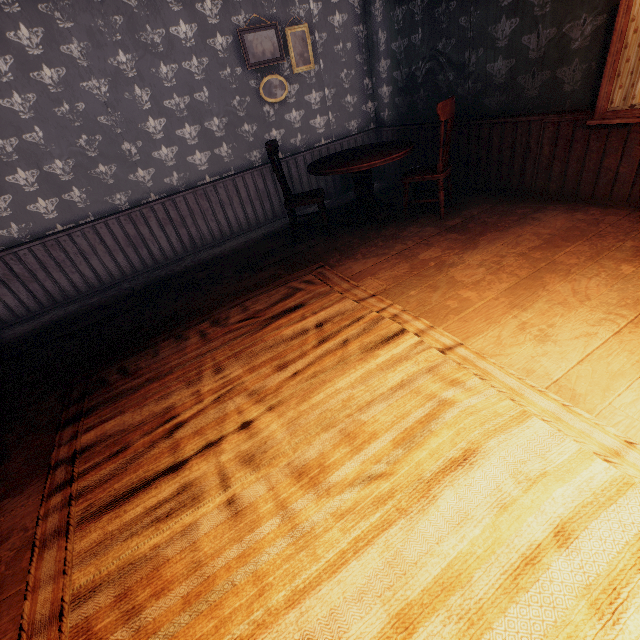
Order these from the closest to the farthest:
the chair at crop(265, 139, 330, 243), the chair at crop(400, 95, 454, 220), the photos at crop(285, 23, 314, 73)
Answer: the chair at crop(400, 95, 454, 220) < the chair at crop(265, 139, 330, 243) < the photos at crop(285, 23, 314, 73)

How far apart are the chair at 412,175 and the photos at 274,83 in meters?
2.3 m

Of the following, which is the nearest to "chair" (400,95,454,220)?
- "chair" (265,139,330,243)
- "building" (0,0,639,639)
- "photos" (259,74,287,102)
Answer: "building" (0,0,639,639)

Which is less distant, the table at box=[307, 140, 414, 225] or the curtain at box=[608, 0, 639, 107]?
the curtain at box=[608, 0, 639, 107]

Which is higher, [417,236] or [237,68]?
[237,68]

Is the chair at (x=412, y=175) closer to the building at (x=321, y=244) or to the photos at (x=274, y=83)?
the building at (x=321, y=244)

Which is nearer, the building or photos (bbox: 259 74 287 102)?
the building

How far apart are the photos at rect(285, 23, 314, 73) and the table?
1.8 meters
